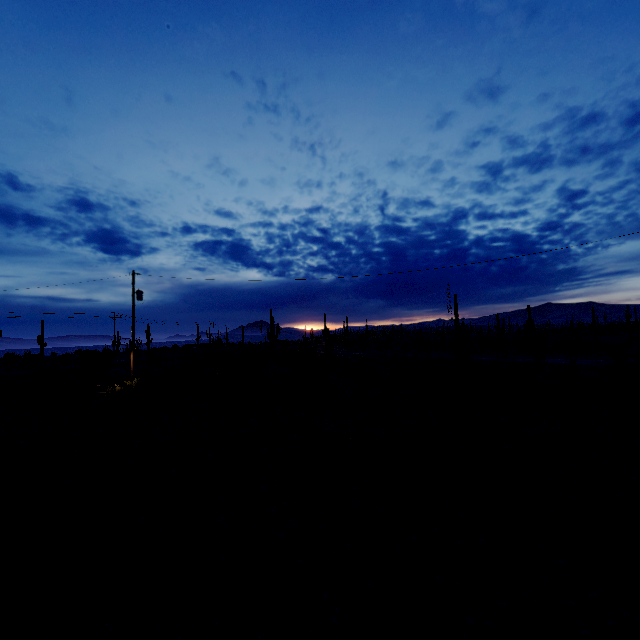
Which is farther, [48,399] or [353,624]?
[48,399]
